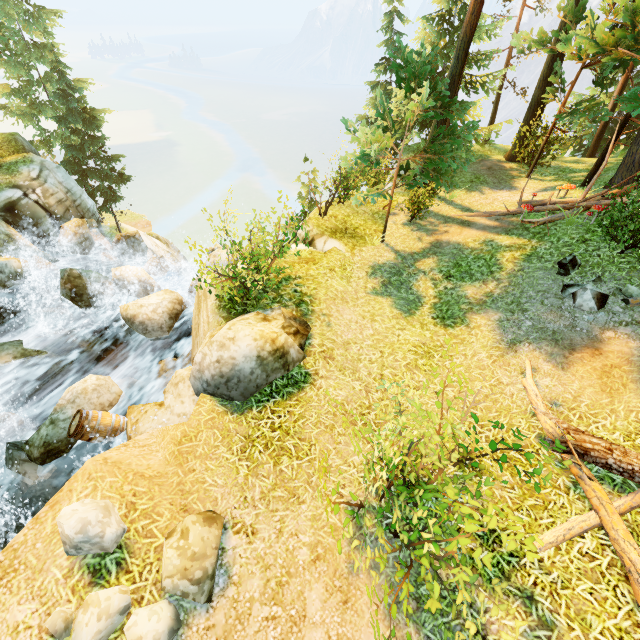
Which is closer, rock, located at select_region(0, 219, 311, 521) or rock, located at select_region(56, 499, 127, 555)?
rock, located at select_region(56, 499, 127, 555)

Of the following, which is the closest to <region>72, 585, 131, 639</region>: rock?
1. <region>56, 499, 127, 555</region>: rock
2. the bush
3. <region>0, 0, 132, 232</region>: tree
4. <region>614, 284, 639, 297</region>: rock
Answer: <region>56, 499, 127, 555</region>: rock

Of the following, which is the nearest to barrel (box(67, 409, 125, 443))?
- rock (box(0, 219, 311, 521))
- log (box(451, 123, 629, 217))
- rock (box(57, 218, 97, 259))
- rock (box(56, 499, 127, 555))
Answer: rock (box(0, 219, 311, 521))

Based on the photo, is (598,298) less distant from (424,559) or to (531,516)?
(531,516)

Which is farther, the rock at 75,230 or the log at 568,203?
the rock at 75,230

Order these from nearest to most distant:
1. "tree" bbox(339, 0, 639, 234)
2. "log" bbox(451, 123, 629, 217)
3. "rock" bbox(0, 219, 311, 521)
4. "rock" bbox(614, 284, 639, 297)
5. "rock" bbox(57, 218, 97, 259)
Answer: "rock" bbox(0, 219, 311, 521)
"rock" bbox(614, 284, 639, 297)
"tree" bbox(339, 0, 639, 234)
"log" bbox(451, 123, 629, 217)
"rock" bbox(57, 218, 97, 259)

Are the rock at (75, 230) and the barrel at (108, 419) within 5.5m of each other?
no

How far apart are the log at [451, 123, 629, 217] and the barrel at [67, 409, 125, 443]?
14.70m
